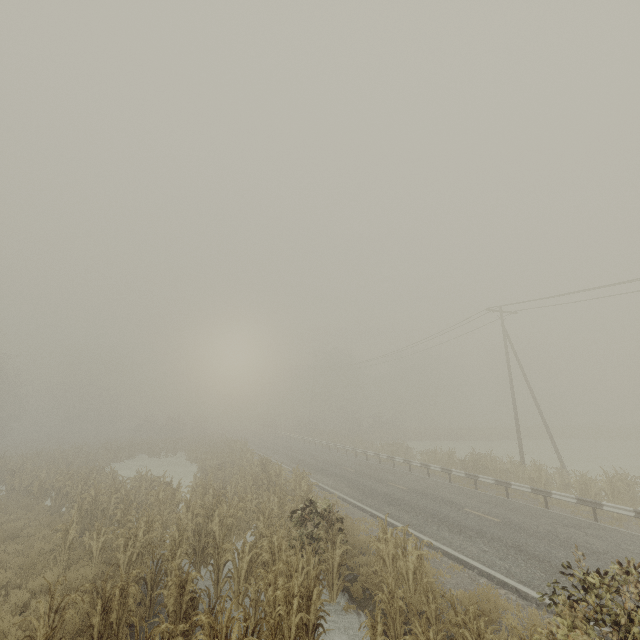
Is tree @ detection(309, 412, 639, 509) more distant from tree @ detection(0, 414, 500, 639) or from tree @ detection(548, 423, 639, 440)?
tree @ detection(548, 423, 639, 440)

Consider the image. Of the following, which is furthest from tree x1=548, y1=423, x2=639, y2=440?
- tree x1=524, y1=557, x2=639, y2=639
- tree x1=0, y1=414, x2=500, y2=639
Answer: tree x1=0, y1=414, x2=500, y2=639

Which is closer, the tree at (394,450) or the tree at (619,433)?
the tree at (394,450)

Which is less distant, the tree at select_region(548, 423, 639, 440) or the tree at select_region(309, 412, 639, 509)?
the tree at select_region(309, 412, 639, 509)

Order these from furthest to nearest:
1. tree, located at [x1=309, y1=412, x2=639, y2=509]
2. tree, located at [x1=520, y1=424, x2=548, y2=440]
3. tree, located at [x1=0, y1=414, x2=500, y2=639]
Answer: tree, located at [x1=520, y1=424, x2=548, y2=440]
tree, located at [x1=309, y1=412, x2=639, y2=509]
tree, located at [x1=0, y1=414, x2=500, y2=639]

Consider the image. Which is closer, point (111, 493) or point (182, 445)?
point (111, 493)

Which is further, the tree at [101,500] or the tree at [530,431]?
the tree at [530,431]

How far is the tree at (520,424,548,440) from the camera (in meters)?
46.25
